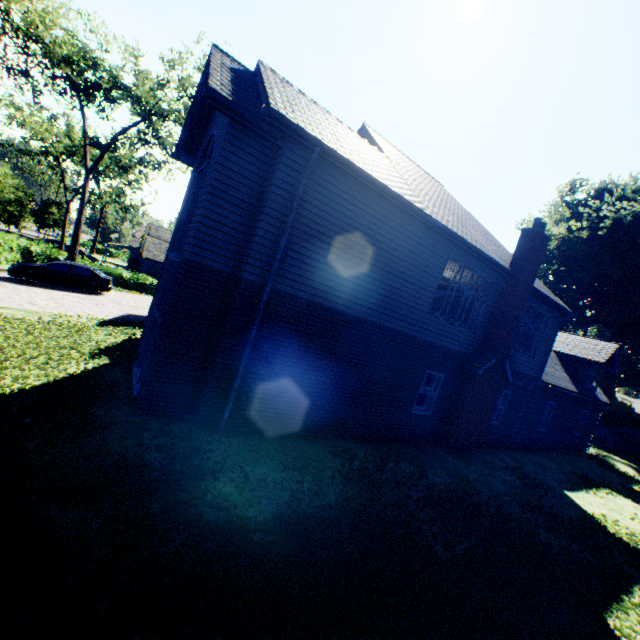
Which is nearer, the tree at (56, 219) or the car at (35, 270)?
the car at (35, 270)

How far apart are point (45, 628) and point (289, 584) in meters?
2.6 m

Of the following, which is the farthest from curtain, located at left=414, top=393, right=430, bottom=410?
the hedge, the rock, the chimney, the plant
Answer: the hedge

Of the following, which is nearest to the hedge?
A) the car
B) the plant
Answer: the car

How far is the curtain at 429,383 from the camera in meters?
11.5

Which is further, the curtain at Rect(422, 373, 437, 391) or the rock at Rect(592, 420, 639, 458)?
the rock at Rect(592, 420, 639, 458)

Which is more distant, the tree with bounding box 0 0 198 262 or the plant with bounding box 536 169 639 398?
the plant with bounding box 536 169 639 398

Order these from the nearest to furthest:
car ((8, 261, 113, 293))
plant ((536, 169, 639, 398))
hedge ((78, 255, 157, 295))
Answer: car ((8, 261, 113, 293)) < hedge ((78, 255, 157, 295)) < plant ((536, 169, 639, 398))
